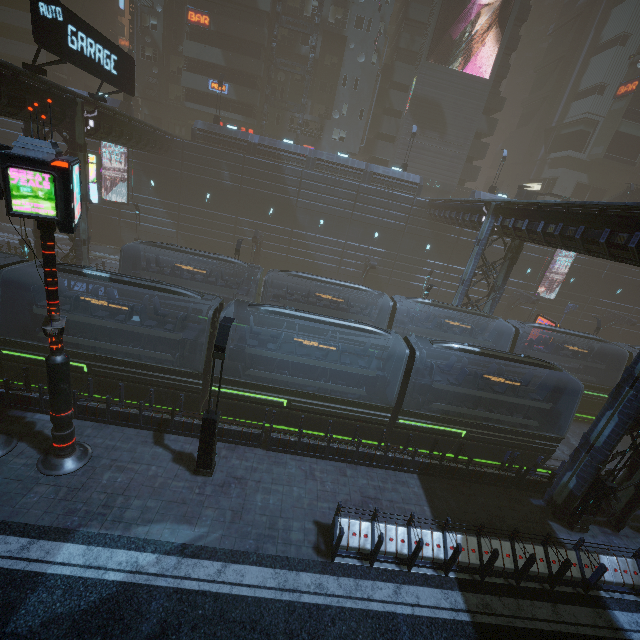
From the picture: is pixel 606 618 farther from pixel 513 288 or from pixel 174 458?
pixel 513 288

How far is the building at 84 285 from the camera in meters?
21.6

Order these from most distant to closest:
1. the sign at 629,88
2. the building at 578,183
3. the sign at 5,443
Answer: the building at 578,183 < the sign at 629,88 < the sign at 5,443

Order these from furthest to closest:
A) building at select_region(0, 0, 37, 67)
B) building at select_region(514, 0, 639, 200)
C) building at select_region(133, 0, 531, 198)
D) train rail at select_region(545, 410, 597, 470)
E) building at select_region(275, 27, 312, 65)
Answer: building at select_region(514, 0, 639, 200), building at select_region(275, 27, 312, 65), building at select_region(0, 0, 37, 67), building at select_region(133, 0, 531, 198), train rail at select_region(545, 410, 597, 470)

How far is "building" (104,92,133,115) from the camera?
30.7m

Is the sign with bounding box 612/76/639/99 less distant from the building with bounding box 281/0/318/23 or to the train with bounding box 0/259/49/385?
the building with bounding box 281/0/318/23

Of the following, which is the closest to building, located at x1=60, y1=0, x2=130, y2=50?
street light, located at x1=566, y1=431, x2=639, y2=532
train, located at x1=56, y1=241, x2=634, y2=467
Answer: street light, located at x1=566, y1=431, x2=639, y2=532

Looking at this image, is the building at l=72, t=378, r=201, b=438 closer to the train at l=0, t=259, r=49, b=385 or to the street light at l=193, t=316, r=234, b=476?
the train at l=0, t=259, r=49, b=385
